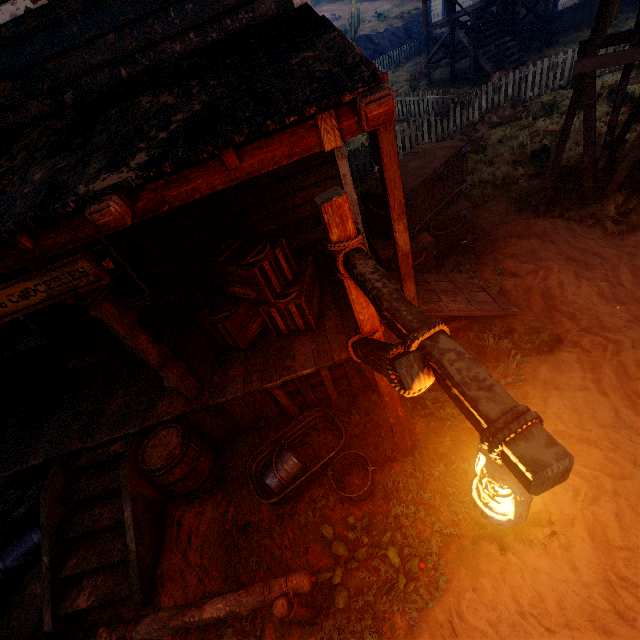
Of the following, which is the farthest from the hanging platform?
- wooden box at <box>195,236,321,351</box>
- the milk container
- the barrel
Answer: Answer: the milk container

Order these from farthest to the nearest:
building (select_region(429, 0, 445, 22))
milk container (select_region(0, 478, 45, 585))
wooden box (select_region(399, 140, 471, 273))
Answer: building (select_region(429, 0, 445, 22)) → wooden box (select_region(399, 140, 471, 273)) → milk container (select_region(0, 478, 45, 585))

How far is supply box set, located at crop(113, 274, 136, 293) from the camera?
5.6m

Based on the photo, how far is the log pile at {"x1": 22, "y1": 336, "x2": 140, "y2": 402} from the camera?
5.3 meters

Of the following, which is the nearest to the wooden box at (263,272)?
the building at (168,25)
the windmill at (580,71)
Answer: the building at (168,25)

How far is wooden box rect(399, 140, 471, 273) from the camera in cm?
552

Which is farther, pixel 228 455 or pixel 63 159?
pixel 228 455

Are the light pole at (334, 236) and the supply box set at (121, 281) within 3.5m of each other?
no
